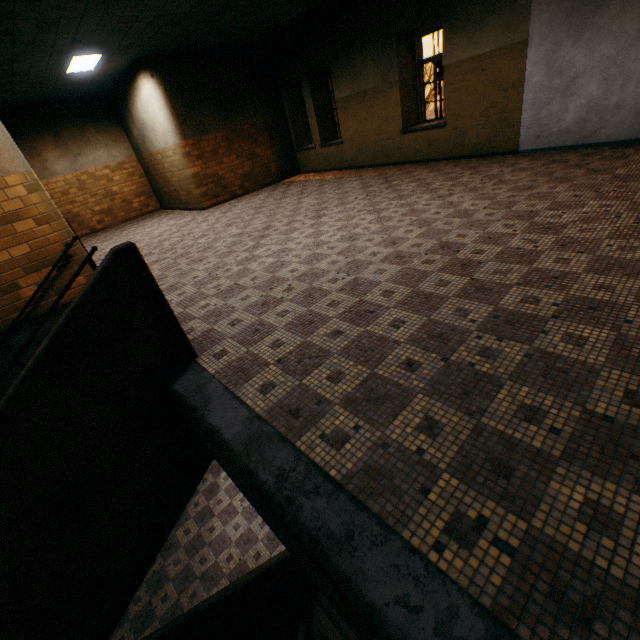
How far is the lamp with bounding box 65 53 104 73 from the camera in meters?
7.3 m

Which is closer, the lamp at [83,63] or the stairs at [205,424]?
the stairs at [205,424]

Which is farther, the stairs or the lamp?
the lamp

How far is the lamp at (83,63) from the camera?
7.3m

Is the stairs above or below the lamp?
below

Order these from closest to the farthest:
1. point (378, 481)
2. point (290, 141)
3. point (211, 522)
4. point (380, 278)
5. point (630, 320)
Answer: point (378, 481) → point (630, 320) → point (380, 278) → point (211, 522) → point (290, 141)
